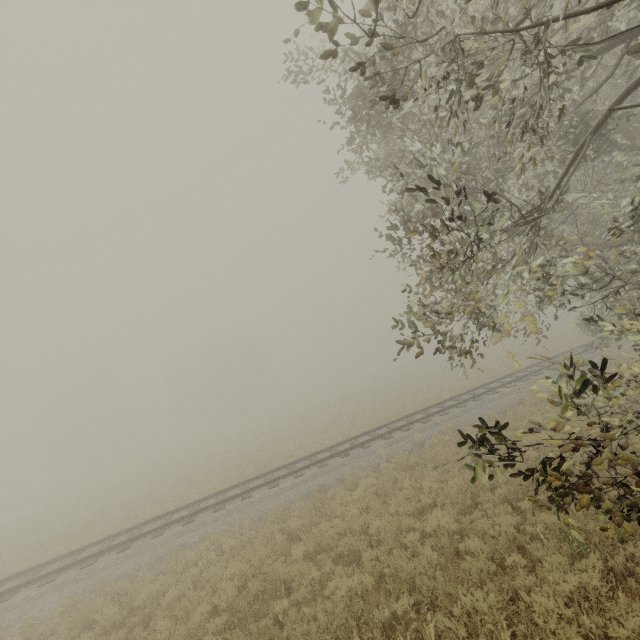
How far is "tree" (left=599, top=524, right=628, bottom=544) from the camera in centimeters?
336cm

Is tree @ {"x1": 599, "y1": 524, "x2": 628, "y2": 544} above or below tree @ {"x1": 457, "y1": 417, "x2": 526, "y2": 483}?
below

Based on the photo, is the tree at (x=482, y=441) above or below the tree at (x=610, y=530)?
above

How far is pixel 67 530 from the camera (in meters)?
18.64

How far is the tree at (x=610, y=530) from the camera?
3.36m
